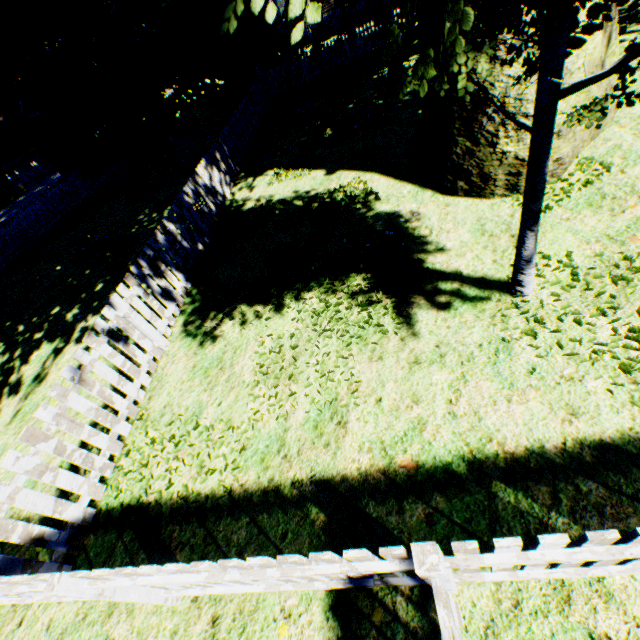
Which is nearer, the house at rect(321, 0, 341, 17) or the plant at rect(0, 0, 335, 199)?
the plant at rect(0, 0, 335, 199)

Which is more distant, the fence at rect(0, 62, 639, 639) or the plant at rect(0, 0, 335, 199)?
the plant at rect(0, 0, 335, 199)

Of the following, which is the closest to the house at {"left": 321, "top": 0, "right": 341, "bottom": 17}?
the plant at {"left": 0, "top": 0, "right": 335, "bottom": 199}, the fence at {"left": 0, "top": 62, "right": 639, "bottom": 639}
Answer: the fence at {"left": 0, "top": 62, "right": 639, "bottom": 639}

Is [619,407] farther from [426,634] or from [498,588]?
[426,634]

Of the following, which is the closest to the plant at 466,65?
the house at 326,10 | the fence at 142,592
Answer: the fence at 142,592
